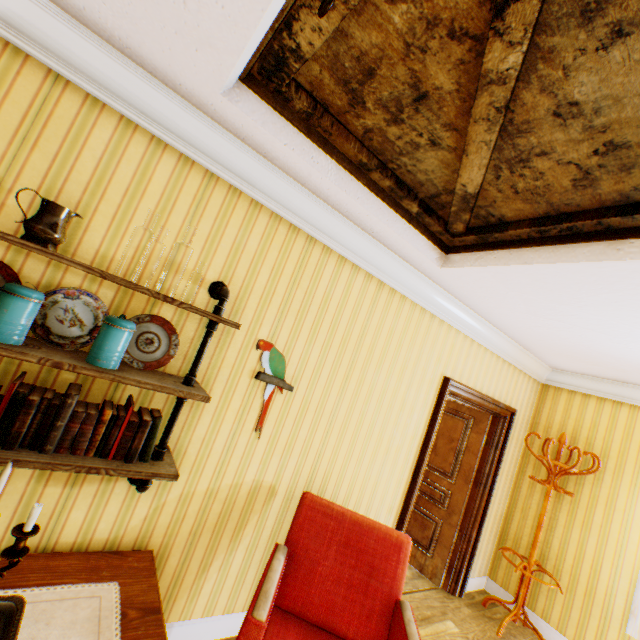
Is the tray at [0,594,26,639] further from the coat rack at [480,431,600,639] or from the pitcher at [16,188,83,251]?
the coat rack at [480,431,600,639]

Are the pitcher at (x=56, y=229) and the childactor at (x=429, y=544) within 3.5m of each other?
no

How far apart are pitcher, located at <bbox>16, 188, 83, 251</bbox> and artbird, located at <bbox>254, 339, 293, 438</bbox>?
1.2 meters

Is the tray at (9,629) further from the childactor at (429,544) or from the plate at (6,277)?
the childactor at (429,544)

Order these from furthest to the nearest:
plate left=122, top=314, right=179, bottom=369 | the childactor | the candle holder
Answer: the childactor < plate left=122, top=314, right=179, bottom=369 < the candle holder

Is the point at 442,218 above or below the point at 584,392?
above

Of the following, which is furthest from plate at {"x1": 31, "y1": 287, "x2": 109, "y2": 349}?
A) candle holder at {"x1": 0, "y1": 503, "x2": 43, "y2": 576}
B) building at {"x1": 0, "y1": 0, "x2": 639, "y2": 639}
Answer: candle holder at {"x1": 0, "y1": 503, "x2": 43, "y2": 576}

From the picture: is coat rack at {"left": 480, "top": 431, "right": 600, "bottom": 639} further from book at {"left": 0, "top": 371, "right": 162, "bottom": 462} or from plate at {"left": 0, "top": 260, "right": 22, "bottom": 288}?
plate at {"left": 0, "top": 260, "right": 22, "bottom": 288}
